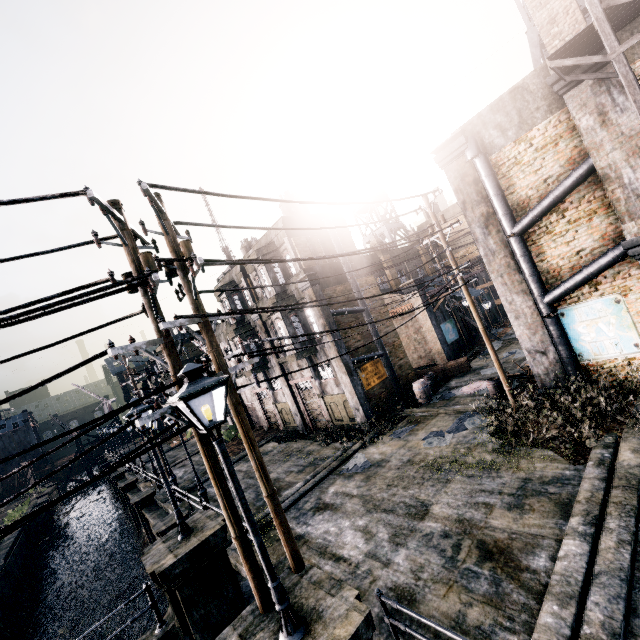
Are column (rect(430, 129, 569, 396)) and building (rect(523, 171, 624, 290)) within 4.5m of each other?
yes

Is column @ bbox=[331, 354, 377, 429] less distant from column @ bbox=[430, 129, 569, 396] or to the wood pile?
the wood pile

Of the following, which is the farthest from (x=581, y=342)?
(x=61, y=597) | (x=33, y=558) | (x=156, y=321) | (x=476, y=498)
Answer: (x=33, y=558)

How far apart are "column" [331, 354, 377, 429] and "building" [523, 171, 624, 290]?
9.62m

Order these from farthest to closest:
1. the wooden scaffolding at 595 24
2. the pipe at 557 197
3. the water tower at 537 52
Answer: the water tower at 537 52
the pipe at 557 197
the wooden scaffolding at 595 24

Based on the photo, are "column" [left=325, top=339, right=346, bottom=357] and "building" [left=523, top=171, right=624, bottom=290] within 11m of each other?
yes

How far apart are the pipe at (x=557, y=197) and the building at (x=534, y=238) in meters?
0.0

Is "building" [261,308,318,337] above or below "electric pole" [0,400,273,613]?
above
